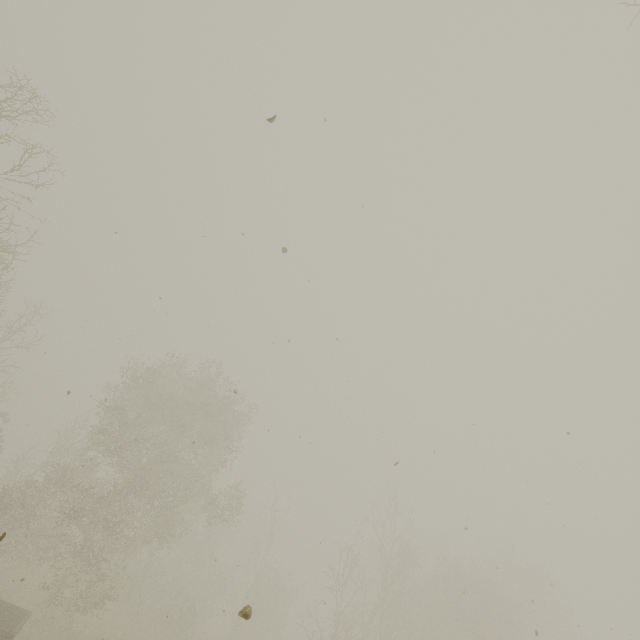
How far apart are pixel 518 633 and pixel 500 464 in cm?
1848
